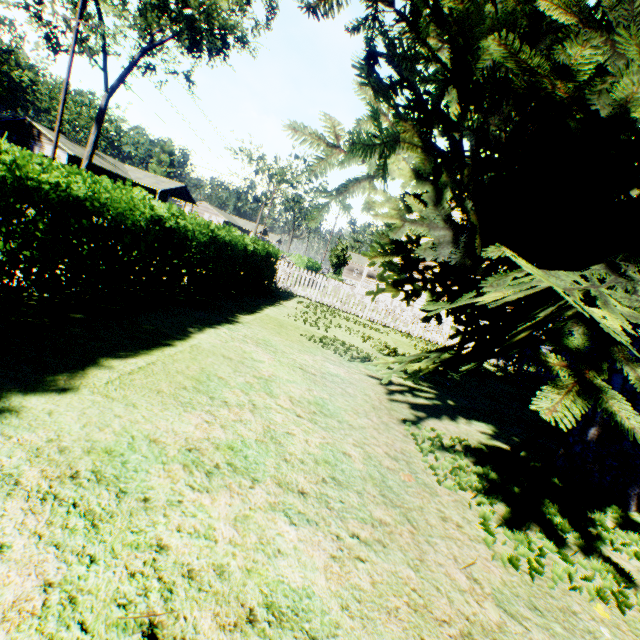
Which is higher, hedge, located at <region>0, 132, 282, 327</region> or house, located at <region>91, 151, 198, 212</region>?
house, located at <region>91, 151, 198, 212</region>

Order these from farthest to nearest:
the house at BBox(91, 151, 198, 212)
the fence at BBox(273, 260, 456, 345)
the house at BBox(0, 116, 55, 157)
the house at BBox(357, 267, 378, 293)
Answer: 1. the house at BBox(91, 151, 198, 212)
2. the house at BBox(0, 116, 55, 157)
3. the house at BBox(357, 267, 378, 293)
4. the fence at BBox(273, 260, 456, 345)

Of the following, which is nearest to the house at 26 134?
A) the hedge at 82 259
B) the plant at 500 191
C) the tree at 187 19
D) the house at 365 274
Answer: the plant at 500 191

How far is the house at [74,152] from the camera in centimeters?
3684cm

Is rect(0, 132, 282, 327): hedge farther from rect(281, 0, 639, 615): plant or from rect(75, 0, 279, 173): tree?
rect(75, 0, 279, 173): tree

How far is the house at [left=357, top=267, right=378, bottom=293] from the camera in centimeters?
2787cm

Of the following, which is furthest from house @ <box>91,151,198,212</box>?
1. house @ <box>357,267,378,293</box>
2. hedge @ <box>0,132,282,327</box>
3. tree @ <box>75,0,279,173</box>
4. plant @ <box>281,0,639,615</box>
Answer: hedge @ <box>0,132,282,327</box>

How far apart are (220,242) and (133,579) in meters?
6.4
